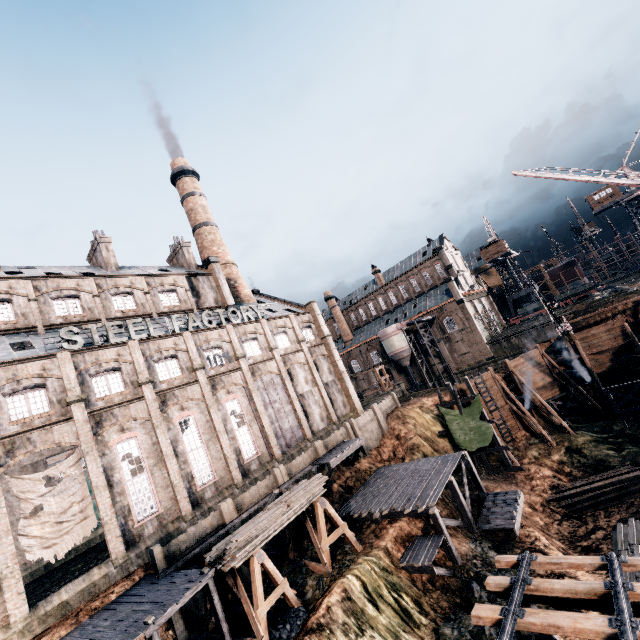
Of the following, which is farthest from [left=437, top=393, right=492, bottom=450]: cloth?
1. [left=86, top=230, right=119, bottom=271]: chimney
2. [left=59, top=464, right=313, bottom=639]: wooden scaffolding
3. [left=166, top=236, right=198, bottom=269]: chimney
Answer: [left=86, top=230, right=119, bottom=271]: chimney

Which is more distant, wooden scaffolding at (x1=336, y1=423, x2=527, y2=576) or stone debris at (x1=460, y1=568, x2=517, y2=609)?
wooden scaffolding at (x1=336, y1=423, x2=527, y2=576)

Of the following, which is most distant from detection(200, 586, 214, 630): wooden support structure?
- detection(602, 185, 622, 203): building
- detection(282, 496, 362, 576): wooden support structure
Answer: detection(602, 185, 622, 203): building

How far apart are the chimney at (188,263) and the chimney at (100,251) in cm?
759

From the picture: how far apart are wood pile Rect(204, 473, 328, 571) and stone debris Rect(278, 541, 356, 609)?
3.5 meters

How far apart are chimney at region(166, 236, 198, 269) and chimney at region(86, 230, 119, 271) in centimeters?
759cm

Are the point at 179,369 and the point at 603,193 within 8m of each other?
no

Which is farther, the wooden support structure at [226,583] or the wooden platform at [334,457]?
the wooden platform at [334,457]
